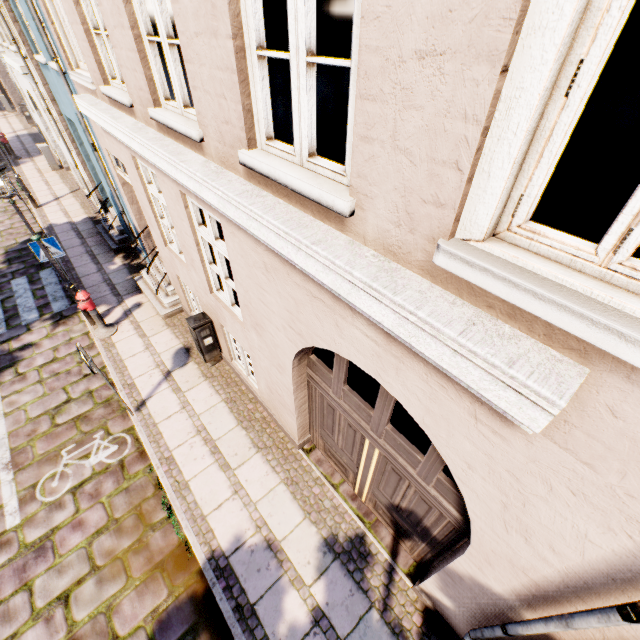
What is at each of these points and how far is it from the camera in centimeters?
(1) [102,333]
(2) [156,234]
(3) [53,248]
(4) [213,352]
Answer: (1) hydrant, 754cm
(2) building, 669cm
(3) sign, 726cm
(4) electrical box, 672cm

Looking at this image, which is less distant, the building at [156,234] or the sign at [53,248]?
the building at [156,234]

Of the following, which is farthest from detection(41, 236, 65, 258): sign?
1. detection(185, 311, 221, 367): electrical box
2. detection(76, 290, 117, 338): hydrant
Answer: detection(185, 311, 221, 367): electrical box

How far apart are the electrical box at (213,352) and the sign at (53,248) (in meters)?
3.95

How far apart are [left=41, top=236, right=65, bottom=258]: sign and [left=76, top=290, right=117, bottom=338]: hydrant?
1.28m

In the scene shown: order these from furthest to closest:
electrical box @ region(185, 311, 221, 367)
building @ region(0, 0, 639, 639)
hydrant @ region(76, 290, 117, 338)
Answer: hydrant @ region(76, 290, 117, 338) < electrical box @ region(185, 311, 221, 367) < building @ region(0, 0, 639, 639)

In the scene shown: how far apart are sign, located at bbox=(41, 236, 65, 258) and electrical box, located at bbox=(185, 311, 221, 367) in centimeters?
395cm

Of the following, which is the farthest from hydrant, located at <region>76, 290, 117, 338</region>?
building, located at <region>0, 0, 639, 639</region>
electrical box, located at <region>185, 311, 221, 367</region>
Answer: electrical box, located at <region>185, 311, 221, 367</region>
